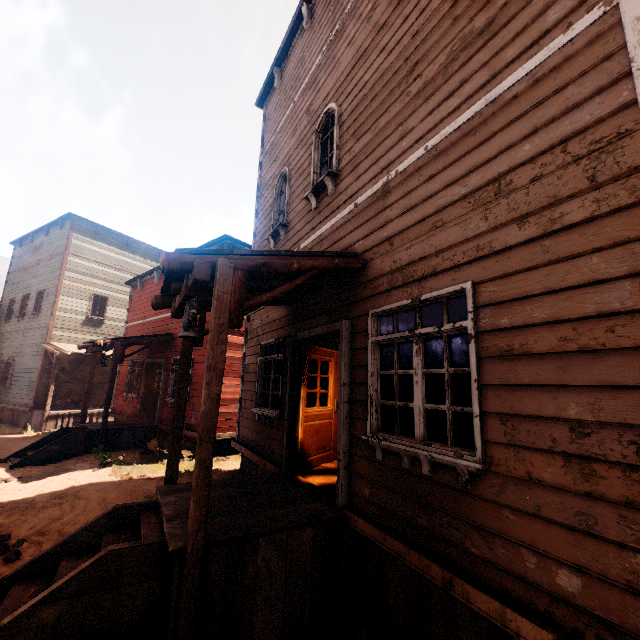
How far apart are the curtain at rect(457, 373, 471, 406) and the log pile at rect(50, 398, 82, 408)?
19.3m

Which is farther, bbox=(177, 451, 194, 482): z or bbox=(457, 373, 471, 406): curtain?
bbox=(177, 451, 194, 482): z

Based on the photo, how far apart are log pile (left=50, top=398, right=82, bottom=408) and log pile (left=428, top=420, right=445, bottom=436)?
16.4m

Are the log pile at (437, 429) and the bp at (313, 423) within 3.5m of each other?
no

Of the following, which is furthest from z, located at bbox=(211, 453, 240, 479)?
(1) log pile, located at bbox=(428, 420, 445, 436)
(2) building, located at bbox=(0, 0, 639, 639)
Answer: (1) log pile, located at bbox=(428, 420, 445, 436)

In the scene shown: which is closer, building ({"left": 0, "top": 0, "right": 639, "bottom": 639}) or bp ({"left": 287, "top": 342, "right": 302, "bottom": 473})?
building ({"left": 0, "top": 0, "right": 639, "bottom": 639})

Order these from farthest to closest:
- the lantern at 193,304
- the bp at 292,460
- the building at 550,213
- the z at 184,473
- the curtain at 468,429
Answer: the z at 184,473
the bp at 292,460
the lantern at 193,304
the curtain at 468,429
the building at 550,213

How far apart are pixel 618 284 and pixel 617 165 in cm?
75
